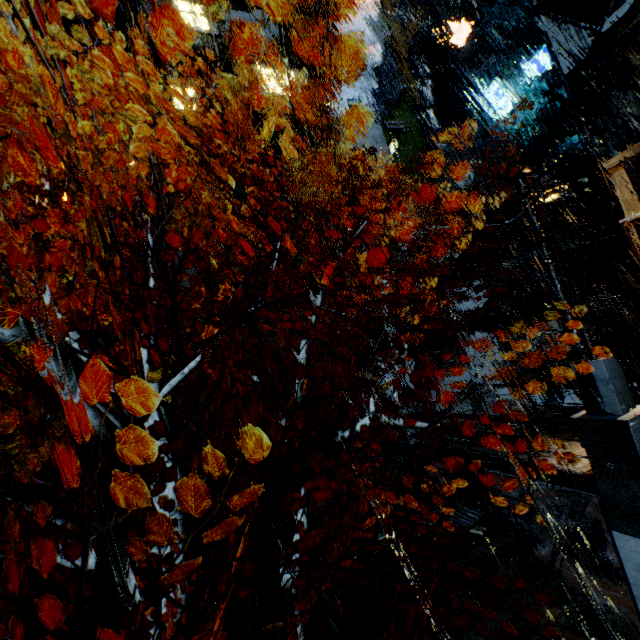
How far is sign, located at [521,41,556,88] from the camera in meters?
14.4 m

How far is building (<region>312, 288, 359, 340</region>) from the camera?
20.1 meters

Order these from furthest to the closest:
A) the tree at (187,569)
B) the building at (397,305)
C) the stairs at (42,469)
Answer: the building at (397,305), the stairs at (42,469), the tree at (187,569)

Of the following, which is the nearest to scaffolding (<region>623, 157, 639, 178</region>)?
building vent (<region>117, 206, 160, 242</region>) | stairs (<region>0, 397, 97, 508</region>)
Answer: stairs (<region>0, 397, 97, 508</region>)

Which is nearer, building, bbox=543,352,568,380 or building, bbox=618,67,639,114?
building, bbox=618,67,639,114

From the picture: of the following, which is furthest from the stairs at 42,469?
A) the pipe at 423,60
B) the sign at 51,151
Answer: the pipe at 423,60

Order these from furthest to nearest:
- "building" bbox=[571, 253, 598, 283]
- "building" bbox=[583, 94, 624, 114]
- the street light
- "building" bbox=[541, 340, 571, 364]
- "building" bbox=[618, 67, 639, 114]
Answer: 1. "building" bbox=[541, 340, 571, 364]
2. "building" bbox=[571, 253, 598, 283]
3. "building" bbox=[583, 94, 624, 114]
4. "building" bbox=[618, 67, 639, 114]
5. the street light

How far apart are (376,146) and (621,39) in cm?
2469
